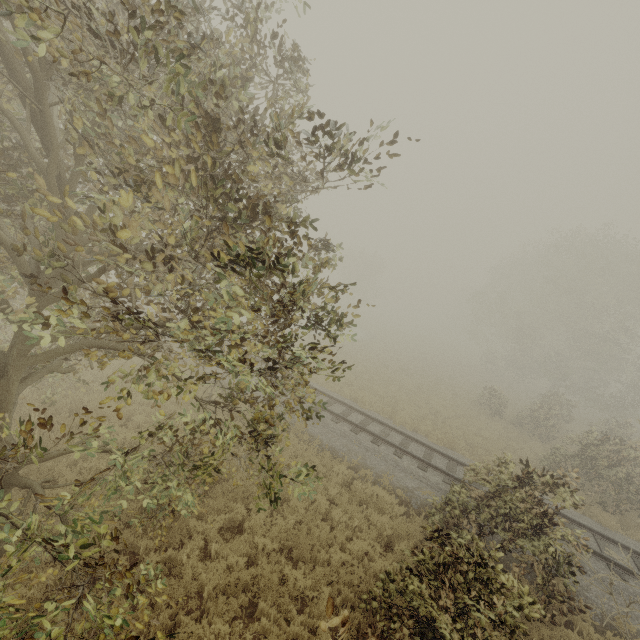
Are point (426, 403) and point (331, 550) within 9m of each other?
no

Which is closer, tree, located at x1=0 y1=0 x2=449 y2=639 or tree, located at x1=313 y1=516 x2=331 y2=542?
tree, located at x1=0 y1=0 x2=449 y2=639

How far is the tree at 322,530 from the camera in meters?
8.3

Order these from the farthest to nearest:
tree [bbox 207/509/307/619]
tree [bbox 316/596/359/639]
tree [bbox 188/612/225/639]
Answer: tree [bbox 207/509/307/619] < tree [bbox 188/612/225/639] < tree [bbox 316/596/359/639]

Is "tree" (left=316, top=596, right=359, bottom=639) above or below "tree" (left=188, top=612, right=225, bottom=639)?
above

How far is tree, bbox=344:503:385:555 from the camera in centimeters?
816cm
